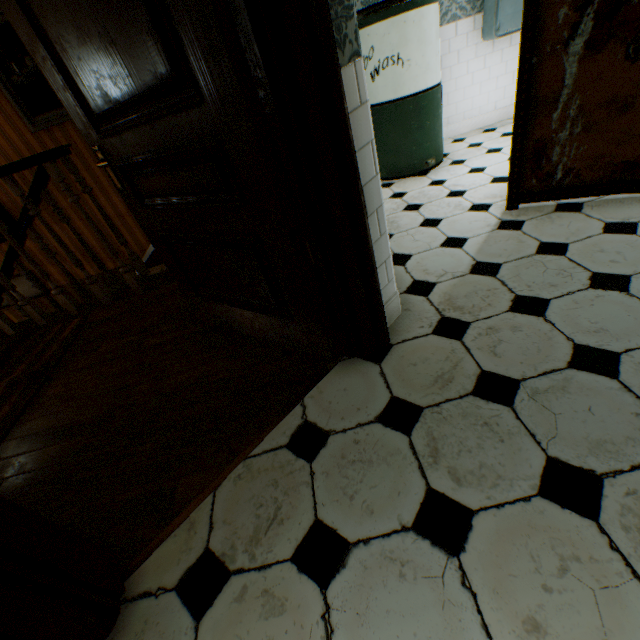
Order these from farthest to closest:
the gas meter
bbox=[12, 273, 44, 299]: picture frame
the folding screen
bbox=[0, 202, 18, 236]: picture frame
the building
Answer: bbox=[12, 273, 44, 299]: picture frame, bbox=[0, 202, 18, 236]: picture frame, the gas meter, the folding screen, the building

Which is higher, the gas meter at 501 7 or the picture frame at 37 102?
the picture frame at 37 102

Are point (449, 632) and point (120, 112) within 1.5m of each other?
no

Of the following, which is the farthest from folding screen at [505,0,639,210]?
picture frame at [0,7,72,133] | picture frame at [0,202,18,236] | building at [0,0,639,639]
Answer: picture frame at [0,202,18,236]

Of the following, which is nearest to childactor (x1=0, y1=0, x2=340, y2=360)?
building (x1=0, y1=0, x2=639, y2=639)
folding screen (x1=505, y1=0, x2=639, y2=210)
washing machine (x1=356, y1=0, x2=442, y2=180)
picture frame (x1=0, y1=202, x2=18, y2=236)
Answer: building (x1=0, y1=0, x2=639, y2=639)

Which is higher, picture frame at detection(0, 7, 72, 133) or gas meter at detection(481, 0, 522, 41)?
picture frame at detection(0, 7, 72, 133)

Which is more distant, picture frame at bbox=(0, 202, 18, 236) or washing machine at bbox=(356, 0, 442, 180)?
picture frame at bbox=(0, 202, 18, 236)

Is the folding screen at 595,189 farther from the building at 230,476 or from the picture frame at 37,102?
the picture frame at 37,102
